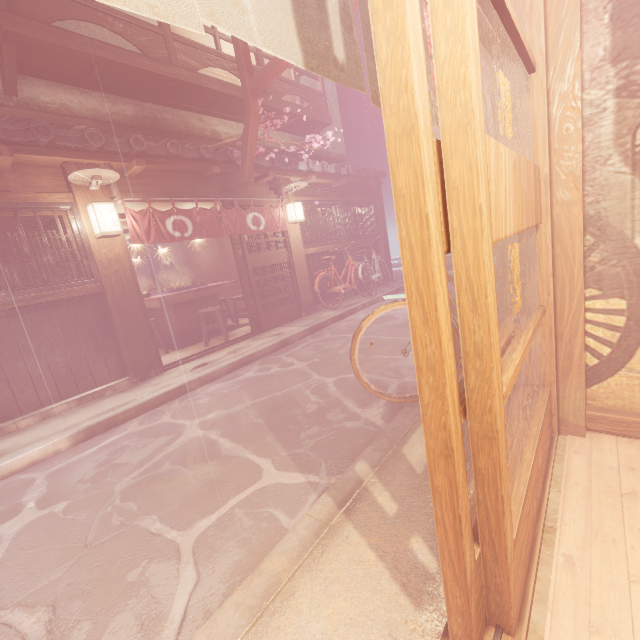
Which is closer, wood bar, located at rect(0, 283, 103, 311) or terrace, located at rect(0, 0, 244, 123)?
wood bar, located at rect(0, 283, 103, 311)

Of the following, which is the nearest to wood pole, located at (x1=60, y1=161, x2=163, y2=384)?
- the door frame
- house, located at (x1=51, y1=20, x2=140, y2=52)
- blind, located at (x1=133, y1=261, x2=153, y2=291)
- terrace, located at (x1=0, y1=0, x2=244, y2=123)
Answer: terrace, located at (x1=0, y1=0, x2=244, y2=123)

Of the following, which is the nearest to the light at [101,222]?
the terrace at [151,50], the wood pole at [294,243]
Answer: the terrace at [151,50]

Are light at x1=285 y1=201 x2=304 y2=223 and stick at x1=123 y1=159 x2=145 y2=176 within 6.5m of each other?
yes

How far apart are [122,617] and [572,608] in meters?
3.7

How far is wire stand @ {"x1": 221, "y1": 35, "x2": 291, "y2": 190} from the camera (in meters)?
8.92

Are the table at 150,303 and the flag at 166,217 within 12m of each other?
yes

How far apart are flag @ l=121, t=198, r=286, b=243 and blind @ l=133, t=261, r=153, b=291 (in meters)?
14.47
